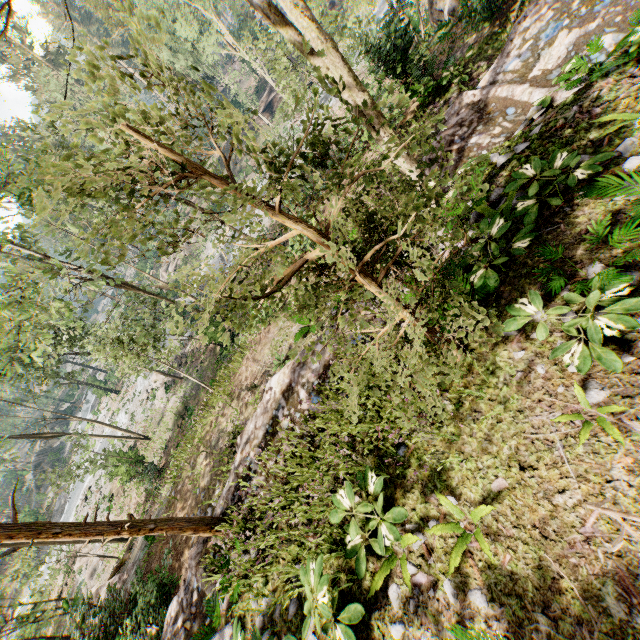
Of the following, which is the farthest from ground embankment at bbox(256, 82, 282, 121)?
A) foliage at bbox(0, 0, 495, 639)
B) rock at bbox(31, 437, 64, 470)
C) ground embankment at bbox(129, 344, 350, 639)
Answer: rock at bbox(31, 437, 64, 470)

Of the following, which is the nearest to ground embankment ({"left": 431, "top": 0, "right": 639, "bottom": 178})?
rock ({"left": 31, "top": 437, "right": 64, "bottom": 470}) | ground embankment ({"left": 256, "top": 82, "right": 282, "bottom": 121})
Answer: ground embankment ({"left": 256, "top": 82, "right": 282, "bottom": 121})

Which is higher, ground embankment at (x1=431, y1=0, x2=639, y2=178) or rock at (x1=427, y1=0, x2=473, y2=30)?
ground embankment at (x1=431, y1=0, x2=639, y2=178)

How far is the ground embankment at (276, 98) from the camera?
45.8 meters

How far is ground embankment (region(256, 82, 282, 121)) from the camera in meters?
45.8

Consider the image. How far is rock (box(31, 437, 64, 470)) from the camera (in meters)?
51.66

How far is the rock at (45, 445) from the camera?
51.66m

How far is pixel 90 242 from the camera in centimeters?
2169cm
